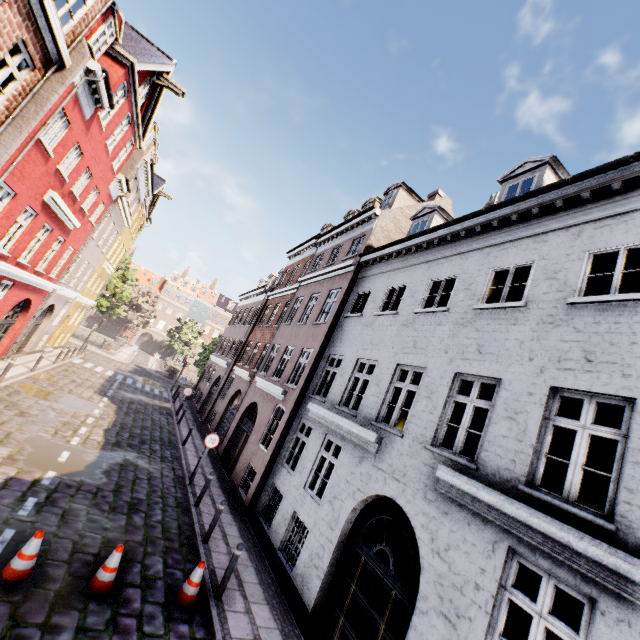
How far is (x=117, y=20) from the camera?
10.8m

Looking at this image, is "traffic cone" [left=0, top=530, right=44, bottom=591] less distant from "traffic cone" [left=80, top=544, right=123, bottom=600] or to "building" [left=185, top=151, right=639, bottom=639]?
"traffic cone" [left=80, top=544, right=123, bottom=600]

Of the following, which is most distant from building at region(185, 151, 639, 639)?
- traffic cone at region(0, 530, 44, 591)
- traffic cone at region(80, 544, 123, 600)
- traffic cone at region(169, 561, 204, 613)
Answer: traffic cone at region(0, 530, 44, 591)

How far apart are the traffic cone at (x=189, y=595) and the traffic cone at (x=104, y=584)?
1.06m

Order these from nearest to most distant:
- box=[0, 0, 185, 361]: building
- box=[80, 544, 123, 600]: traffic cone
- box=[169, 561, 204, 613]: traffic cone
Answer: box=[80, 544, 123, 600]: traffic cone → box=[169, 561, 204, 613]: traffic cone → box=[0, 0, 185, 361]: building

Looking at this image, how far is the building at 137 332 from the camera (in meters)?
59.06

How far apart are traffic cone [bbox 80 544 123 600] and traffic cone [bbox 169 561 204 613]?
1.1m

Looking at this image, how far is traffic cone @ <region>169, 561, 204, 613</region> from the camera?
6.36m
